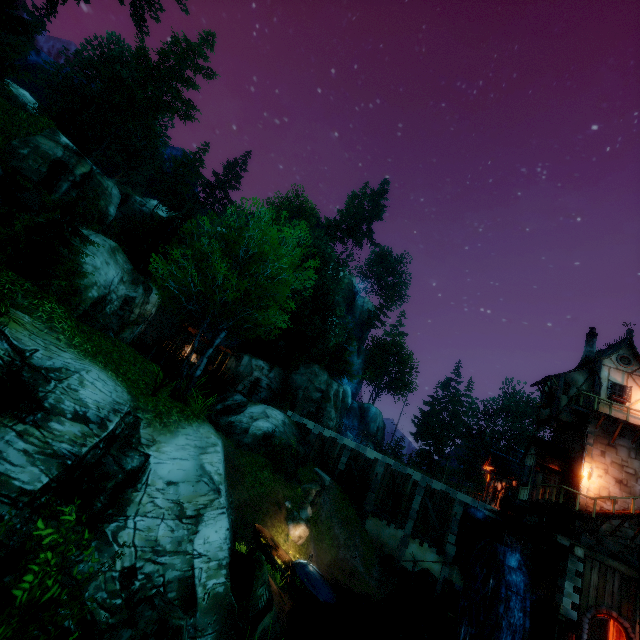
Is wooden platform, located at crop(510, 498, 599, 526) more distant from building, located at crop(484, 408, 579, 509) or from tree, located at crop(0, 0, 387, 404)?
tree, located at crop(0, 0, 387, 404)

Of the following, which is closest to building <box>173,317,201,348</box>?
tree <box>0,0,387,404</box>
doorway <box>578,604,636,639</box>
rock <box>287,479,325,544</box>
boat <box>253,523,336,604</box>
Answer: tree <box>0,0,387,404</box>

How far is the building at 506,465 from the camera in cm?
2006

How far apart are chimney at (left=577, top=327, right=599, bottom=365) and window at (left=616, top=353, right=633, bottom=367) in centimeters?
154cm

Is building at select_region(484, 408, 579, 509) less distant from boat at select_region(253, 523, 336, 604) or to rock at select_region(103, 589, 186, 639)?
boat at select_region(253, 523, 336, 604)

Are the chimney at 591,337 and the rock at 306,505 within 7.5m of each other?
no

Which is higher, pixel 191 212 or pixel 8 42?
pixel 191 212

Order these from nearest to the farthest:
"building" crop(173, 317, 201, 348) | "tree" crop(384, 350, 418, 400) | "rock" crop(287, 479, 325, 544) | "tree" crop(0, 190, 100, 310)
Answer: "tree" crop(0, 190, 100, 310) → "rock" crop(287, 479, 325, 544) → "building" crop(173, 317, 201, 348) → "tree" crop(384, 350, 418, 400)
